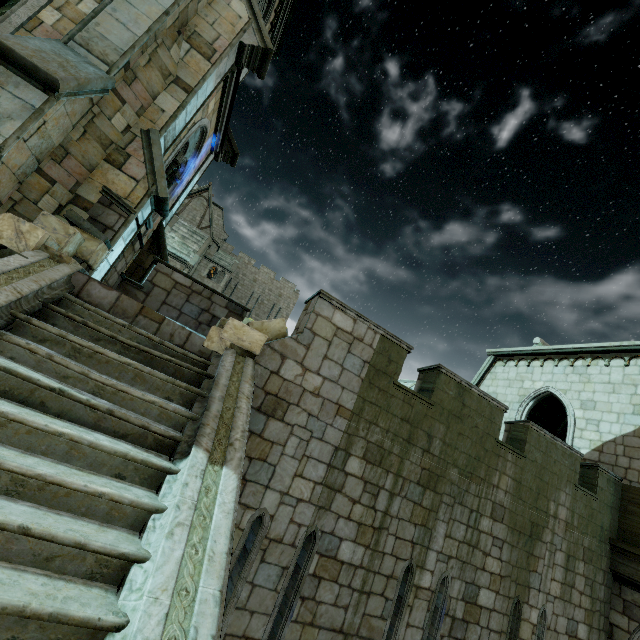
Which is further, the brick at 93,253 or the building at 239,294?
the building at 239,294

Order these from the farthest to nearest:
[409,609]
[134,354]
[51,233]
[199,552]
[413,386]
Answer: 1. [413,386]
2. [409,609]
3. [51,233]
4. [134,354]
5. [199,552]

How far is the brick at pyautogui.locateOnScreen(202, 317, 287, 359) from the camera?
5.07m

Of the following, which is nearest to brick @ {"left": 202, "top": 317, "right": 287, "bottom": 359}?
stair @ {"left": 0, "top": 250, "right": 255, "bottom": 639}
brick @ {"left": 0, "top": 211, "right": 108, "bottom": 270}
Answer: stair @ {"left": 0, "top": 250, "right": 255, "bottom": 639}

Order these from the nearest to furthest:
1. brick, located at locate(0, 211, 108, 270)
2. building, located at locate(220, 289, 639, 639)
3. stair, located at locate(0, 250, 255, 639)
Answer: stair, located at locate(0, 250, 255, 639) < brick, located at locate(0, 211, 108, 270) < building, located at locate(220, 289, 639, 639)

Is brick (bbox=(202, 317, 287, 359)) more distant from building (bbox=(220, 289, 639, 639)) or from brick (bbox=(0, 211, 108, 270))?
brick (bbox=(0, 211, 108, 270))

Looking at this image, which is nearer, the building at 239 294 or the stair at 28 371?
the stair at 28 371
